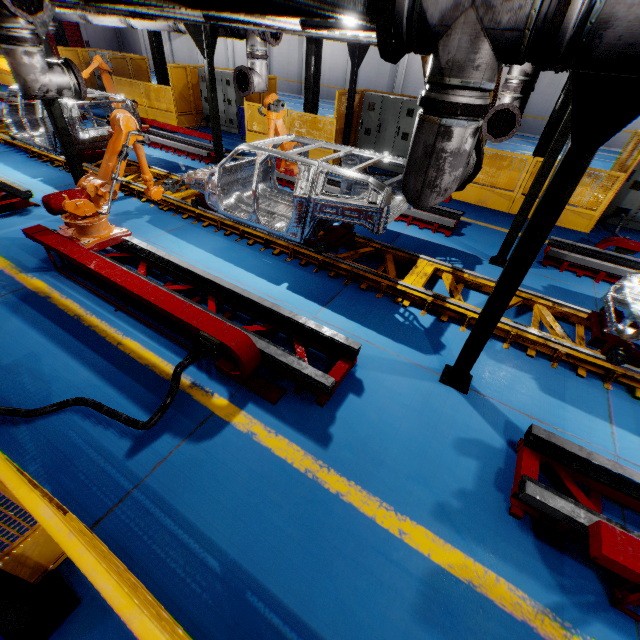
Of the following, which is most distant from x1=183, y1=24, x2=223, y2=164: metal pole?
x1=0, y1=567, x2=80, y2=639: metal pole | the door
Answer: the door

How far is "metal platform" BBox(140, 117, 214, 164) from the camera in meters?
10.6 m

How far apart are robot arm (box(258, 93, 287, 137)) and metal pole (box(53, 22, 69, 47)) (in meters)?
16.64

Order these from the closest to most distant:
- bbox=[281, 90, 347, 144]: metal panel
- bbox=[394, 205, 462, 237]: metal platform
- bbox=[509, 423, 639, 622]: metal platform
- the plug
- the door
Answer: bbox=[509, 423, 639, 622]: metal platform → the plug → bbox=[394, 205, 462, 237]: metal platform → bbox=[281, 90, 347, 144]: metal panel → the door

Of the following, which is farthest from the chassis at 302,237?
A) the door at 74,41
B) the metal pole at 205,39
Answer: the door at 74,41

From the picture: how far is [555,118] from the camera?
8.5 meters

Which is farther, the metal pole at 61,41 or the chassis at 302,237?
the metal pole at 61,41

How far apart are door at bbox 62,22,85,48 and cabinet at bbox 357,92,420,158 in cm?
3668
